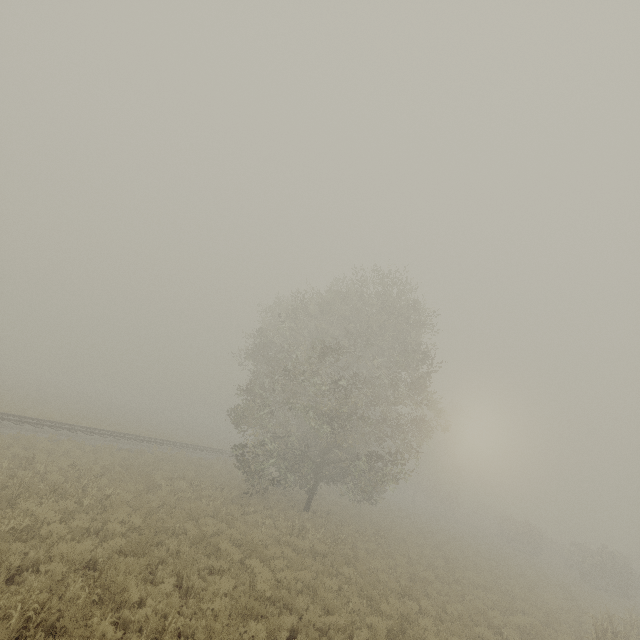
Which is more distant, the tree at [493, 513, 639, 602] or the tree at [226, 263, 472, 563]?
the tree at [493, 513, 639, 602]

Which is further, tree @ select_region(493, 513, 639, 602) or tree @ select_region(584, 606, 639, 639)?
tree @ select_region(493, 513, 639, 602)

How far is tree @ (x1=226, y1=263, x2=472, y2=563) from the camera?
18.73m

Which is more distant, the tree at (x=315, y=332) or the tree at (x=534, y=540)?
the tree at (x=534, y=540)

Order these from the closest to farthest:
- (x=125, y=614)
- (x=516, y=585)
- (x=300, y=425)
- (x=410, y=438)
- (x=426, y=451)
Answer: (x=125, y=614) < (x=516, y=585) < (x=410, y=438) < (x=300, y=425) < (x=426, y=451)

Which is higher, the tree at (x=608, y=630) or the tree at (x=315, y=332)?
the tree at (x=315, y=332)

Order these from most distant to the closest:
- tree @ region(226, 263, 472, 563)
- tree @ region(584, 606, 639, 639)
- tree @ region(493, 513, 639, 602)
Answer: tree @ region(493, 513, 639, 602), tree @ region(226, 263, 472, 563), tree @ region(584, 606, 639, 639)
